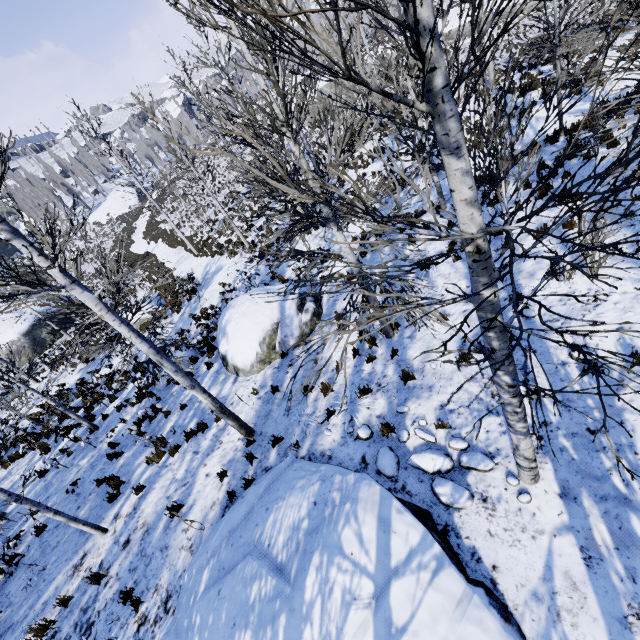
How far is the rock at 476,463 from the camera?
4.5m

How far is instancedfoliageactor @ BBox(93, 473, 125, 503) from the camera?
8.16m

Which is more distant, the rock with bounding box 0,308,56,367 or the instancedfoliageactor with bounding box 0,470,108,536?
the rock with bounding box 0,308,56,367

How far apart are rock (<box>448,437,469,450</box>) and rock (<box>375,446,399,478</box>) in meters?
0.1 m

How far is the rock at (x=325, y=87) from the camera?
35.03m

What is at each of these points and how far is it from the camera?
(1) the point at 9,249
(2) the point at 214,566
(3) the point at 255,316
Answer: (1) rock, 52.1 meters
(2) rock, 5.3 meters
(3) rock, 9.9 meters

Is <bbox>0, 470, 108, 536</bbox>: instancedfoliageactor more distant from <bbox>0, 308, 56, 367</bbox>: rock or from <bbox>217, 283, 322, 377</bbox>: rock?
<bbox>217, 283, 322, 377</bbox>: rock
